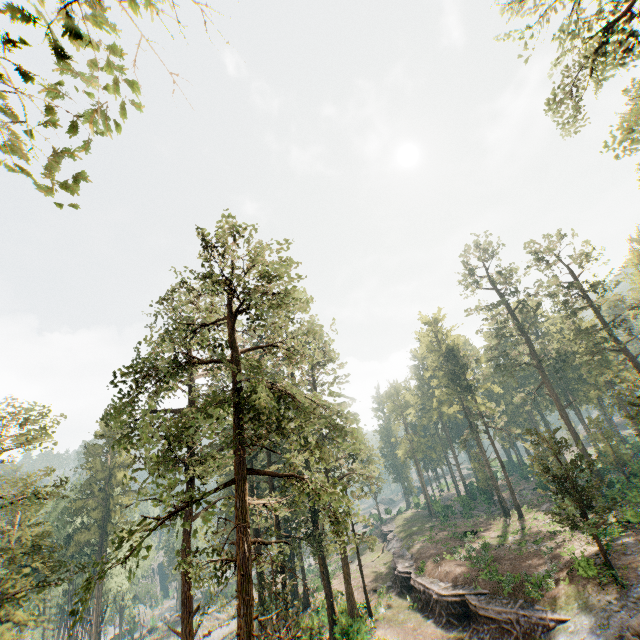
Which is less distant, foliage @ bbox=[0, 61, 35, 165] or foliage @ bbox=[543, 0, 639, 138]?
foliage @ bbox=[0, 61, 35, 165]

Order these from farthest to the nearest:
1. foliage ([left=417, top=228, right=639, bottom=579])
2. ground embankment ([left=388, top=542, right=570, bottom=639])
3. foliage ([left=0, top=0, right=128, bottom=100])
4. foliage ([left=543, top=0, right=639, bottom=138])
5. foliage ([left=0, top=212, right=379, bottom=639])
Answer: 1. foliage ([left=417, top=228, right=639, bottom=579])
2. ground embankment ([left=388, top=542, right=570, bottom=639])
3. foliage ([left=543, top=0, right=639, bottom=138])
4. foliage ([left=0, top=212, right=379, bottom=639])
5. foliage ([left=0, top=0, right=128, bottom=100])

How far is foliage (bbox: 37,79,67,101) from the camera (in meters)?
4.33

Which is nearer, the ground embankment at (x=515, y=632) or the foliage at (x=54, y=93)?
the foliage at (x=54, y=93)

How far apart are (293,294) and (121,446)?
7.9 meters

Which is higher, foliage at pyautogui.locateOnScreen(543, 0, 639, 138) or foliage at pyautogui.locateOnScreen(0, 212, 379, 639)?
foliage at pyautogui.locateOnScreen(543, 0, 639, 138)

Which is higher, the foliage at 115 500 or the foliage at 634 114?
the foliage at 634 114
